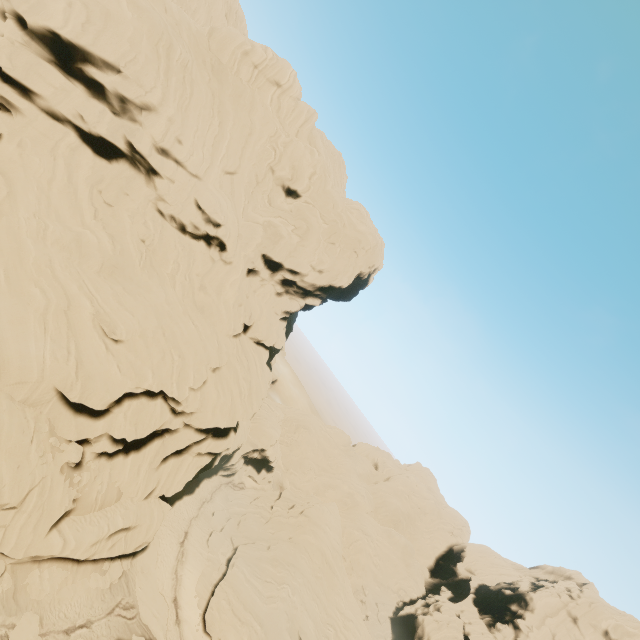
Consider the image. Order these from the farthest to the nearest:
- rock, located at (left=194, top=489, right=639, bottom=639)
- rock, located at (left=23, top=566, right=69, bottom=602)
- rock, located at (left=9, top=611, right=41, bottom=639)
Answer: rock, located at (left=194, top=489, right=639, bottom=639) < rock, located at (left=23, top=566, right=69, bottom=602) < rock, located at (left=9, top=611, right=41, bottom=639)

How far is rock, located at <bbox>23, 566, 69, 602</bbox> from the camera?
22.0m

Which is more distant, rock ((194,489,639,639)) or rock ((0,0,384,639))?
rock ((194,489,639,639))

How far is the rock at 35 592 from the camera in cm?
2198

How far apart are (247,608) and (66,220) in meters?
42.9 m

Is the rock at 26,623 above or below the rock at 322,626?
below
